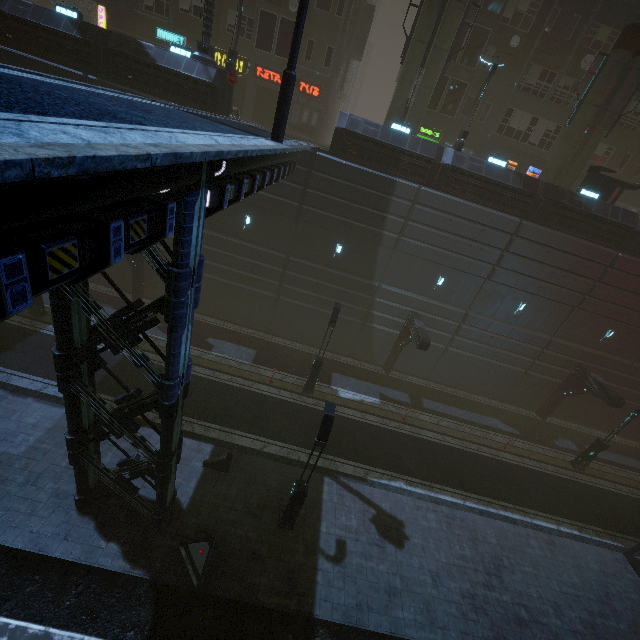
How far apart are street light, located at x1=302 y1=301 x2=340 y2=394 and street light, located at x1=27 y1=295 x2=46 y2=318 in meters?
14.8

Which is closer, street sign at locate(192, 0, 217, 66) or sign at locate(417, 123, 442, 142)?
street sign at locate(192, 0, 217, 66)

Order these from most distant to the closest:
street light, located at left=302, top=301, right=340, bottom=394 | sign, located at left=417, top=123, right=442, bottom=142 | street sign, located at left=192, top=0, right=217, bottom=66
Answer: sign, located at left=417, top=123, right=442, bottom=142 < street light, located at left=302, top=301, right=340, bottom=394 < street sign, located at left=192, top=0, right=217, bottom=66

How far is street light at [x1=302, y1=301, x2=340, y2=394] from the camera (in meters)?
16.41

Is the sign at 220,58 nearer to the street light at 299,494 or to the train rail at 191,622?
the street light at 299,494

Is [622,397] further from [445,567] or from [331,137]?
[331,137]

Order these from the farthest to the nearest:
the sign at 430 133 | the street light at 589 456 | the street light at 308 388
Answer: the sign at 430 133 → the street light at 589 456 → the street light at 308 388

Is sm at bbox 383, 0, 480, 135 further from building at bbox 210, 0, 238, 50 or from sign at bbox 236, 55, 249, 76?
sign at bbox 236, 55, 249, 76
